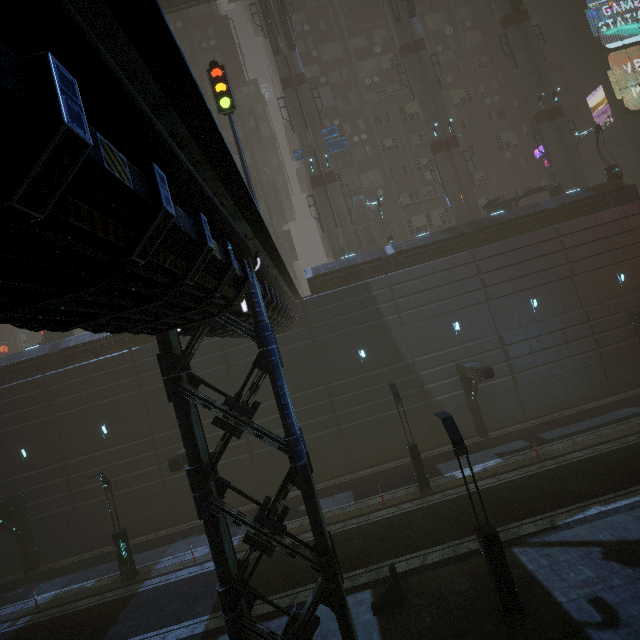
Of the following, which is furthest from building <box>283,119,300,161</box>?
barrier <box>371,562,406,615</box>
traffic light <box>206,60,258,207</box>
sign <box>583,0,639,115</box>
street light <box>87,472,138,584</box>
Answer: barrier <box>371,562,406,615</box>

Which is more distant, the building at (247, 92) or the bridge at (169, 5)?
the building at (247, 92)

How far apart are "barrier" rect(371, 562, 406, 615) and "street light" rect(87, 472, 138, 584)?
12.8m

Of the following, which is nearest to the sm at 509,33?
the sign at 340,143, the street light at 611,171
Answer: the street light at 611,171

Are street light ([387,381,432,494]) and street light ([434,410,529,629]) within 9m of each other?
yes

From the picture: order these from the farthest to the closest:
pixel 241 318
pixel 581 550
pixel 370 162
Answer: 1. pixel 370 162
2. pixel 581 550
3. pixel 241 318

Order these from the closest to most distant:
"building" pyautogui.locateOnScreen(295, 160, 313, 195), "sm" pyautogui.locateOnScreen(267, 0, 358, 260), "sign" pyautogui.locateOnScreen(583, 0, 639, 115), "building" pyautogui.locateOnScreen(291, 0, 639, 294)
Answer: "building" pyautogui.locateOnScreen(291, 0, 639, 294), "sm" pyautogui.locateOnScreen(267, 0, 358, 260), "sign" pyautogui.locateOnScreen(583, 0, 639, 115), "building" pyautogui.locateOnScreen(295, 160, 313, 195)

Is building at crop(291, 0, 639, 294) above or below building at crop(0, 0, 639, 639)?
above
